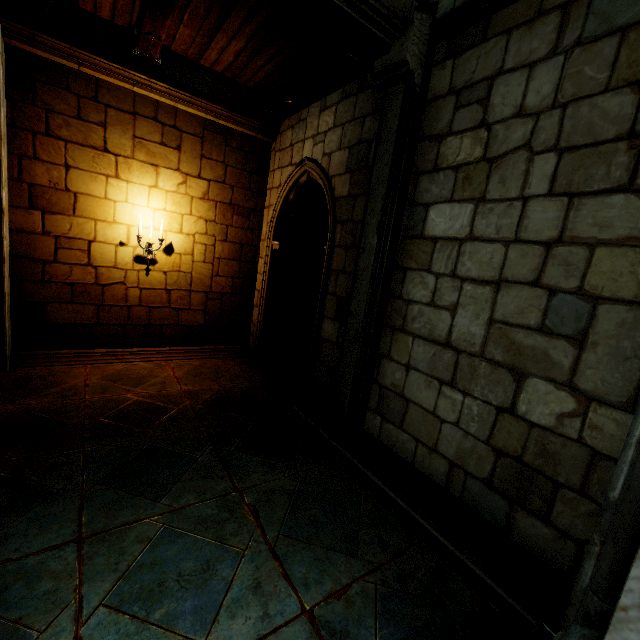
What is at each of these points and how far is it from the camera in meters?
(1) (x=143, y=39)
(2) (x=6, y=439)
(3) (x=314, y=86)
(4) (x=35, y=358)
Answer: (1) wooden beam, 4.4 m
(2) building, 3.4 m
(3) wooden beam, 5.0 m
(4) trim, 5.1 m

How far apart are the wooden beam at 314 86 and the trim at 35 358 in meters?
4.7 m

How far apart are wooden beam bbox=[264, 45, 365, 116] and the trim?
4.71m

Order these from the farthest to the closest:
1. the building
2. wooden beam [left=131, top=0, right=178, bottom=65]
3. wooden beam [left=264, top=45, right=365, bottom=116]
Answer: wooden beam [left=264, top=45, right=365, bottom=116], wooden beam [left=131, top=0, right=178, bottom=65], the building

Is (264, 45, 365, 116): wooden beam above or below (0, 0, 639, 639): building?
above

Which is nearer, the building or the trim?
the building

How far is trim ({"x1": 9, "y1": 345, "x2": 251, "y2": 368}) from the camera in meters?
5.1 m

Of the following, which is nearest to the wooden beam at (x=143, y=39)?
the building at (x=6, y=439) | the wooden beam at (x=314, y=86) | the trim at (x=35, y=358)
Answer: the building at (x=6, y=439)
